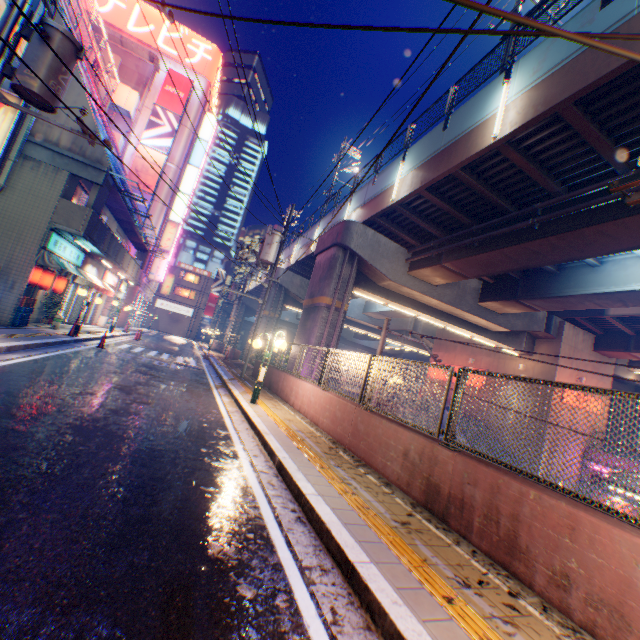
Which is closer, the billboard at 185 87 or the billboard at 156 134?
the billboard at 156 134

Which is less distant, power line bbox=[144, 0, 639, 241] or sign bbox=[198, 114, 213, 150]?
power line bbox=[144, 0, 639, 241]

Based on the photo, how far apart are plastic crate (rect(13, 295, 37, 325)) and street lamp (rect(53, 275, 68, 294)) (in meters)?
2.31

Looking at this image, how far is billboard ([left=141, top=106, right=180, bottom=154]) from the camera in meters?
32.6 m

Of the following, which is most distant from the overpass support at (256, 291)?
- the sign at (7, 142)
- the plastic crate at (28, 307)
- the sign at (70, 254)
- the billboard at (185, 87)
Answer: the billboard at (185, 87)

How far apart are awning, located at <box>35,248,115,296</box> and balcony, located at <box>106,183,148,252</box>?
3.9 meters

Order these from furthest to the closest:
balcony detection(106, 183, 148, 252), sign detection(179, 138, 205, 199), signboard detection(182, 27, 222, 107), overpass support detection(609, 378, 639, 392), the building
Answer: the building → sign detection(179, 138, 205, 199) → signboard detection(182, 27, 222, 107) → overpass support detection(609, 378, 639, 392) → balcony detection(106, 183, 148, 252)

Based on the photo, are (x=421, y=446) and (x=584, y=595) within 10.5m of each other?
yes
